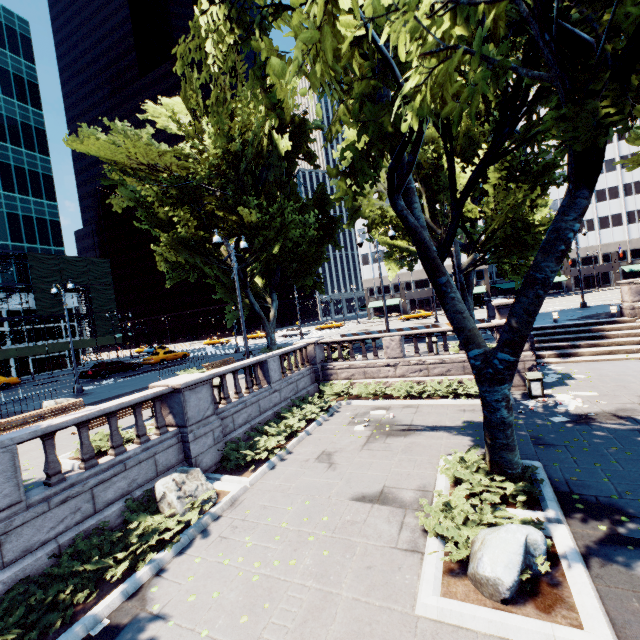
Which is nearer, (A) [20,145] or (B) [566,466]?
(B) [566,466]

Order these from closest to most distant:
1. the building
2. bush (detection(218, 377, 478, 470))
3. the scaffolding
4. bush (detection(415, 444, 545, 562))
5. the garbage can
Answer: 1. bush (detection(415, 444, 545, 562))
2. bush (detection(218, 377, 478, 470))
3. the garbage can
4. the scaffolding
5. the building

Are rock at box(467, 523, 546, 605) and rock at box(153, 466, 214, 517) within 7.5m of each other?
yes

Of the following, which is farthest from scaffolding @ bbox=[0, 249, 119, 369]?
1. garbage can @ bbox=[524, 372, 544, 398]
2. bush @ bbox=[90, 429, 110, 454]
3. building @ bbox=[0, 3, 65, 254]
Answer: garbage can @ bbox=[524, 372, 544, 398]

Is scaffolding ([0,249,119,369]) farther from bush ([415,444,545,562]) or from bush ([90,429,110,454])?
bush ([415,444,545,562])

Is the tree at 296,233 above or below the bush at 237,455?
above

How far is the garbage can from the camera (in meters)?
12.95

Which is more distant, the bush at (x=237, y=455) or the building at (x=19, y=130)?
the building at (x=19, y=130)
